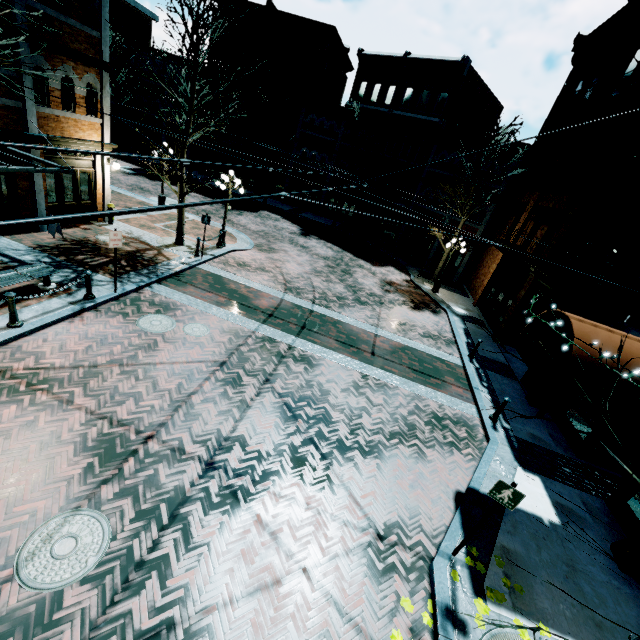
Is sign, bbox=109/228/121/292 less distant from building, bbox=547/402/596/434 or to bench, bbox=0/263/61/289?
bench, bbox=0/263/61/289

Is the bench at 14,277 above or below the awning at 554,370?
below

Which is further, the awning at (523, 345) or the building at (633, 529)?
the building at (633, 529)

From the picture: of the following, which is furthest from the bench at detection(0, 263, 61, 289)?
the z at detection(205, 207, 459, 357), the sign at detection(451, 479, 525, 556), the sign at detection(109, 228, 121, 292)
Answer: the sign at detection(451, 479, 525, 556)

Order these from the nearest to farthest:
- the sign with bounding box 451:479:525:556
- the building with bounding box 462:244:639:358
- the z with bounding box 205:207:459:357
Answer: the sign with bounding box 451:479:525:556, the building with bounding box 462:244:639:358, the z with bounding box 205:207:459:357

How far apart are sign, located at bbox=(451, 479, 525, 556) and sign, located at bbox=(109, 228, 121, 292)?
10.7m

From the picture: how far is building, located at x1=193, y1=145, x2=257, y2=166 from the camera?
33.44m

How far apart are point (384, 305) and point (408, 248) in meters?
14.4
